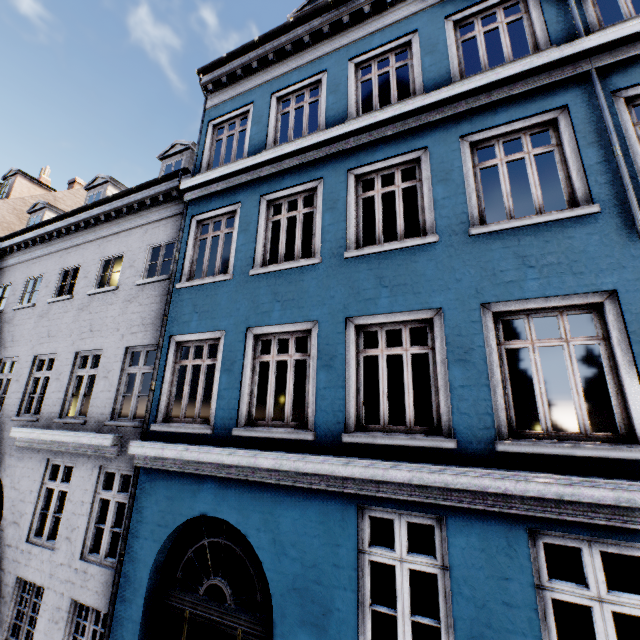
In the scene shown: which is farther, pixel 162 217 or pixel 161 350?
pixel 162 217
